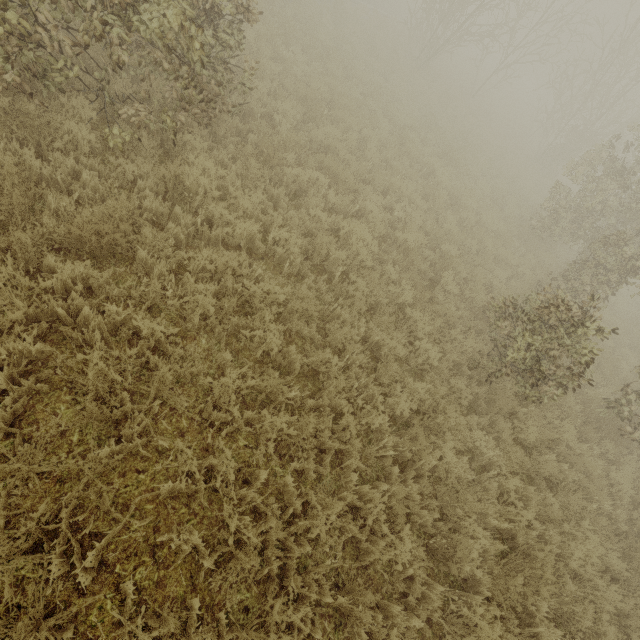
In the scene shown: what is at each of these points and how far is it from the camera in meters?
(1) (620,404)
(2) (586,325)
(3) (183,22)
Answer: (1) tree, 6.9
(2) tree, 5.4
(3) tree, 4.3

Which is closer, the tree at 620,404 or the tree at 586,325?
the tree at 586,325

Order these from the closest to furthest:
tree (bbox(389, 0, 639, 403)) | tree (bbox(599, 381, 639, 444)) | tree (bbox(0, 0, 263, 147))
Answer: tree (bbox(0, 0, 263, 147)), tree (bbox(389, 0, 639, 403)), tree (bbox(599, 381, 639, 444))

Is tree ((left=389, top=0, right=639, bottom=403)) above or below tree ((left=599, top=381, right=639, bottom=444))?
above

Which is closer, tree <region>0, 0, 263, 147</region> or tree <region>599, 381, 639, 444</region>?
tree <region>0, 0, 263, 147</region>

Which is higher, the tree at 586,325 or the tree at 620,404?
the tree at 586,325

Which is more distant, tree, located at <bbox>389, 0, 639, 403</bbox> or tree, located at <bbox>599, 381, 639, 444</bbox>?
tree, located at <bbox>599, 381, 639, 444</bbox>
